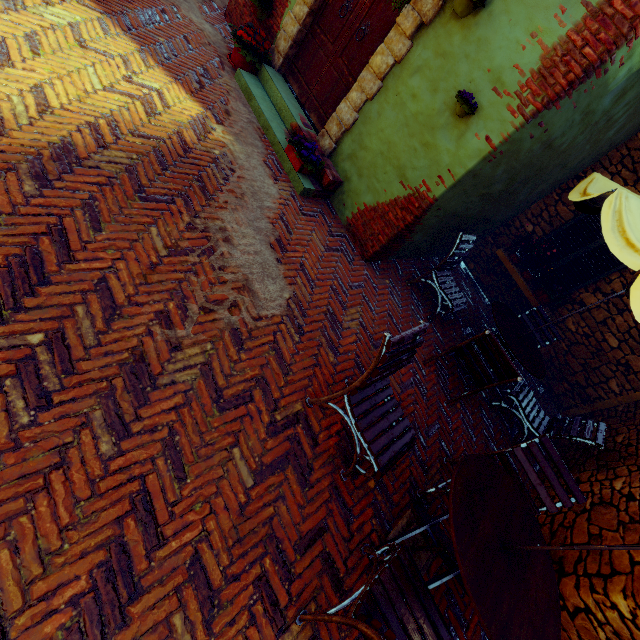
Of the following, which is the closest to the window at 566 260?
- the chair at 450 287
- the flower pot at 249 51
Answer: the chair at 450 287

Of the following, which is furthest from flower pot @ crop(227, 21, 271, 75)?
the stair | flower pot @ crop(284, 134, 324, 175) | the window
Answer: the window

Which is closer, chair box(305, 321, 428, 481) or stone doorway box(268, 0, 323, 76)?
chair box(305, 321, 428, 481)

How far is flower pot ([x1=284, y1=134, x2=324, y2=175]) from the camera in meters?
4.3

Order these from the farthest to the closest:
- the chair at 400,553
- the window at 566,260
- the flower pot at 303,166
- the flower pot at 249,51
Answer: the window at 566,260, the flower pot at 249,51, the flower pot at 303,166, the chair at 400,553

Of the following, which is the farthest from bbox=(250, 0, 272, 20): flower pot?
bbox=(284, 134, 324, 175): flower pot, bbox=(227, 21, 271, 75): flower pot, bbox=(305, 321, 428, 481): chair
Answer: bbox=(305, 321, 428, 481): chair

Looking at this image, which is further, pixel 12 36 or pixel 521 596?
pixel 12 36

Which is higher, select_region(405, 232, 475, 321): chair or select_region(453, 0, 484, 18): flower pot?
select_region(453, 0, 484, 18): flower pot
